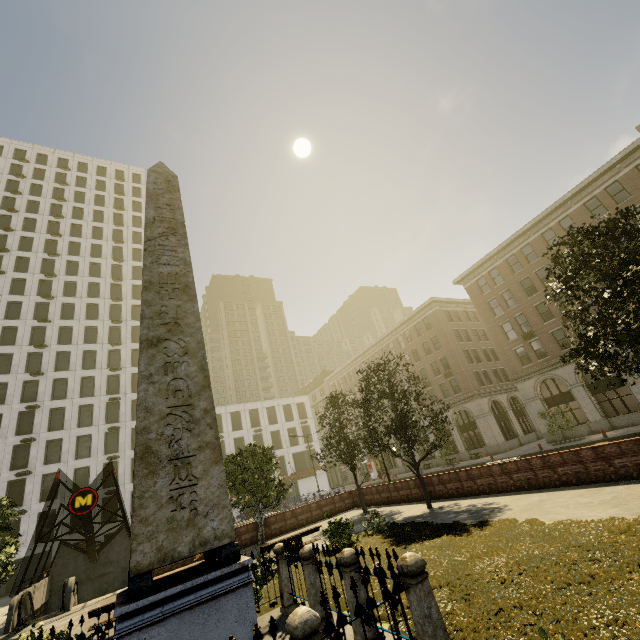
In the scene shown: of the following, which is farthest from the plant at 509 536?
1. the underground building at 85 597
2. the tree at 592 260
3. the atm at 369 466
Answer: the atm at 369 466

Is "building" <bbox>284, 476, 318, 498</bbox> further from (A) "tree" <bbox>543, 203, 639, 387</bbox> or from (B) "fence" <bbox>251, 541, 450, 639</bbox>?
(B) "fence" <bbox>251, 541, 450, 639</bbox>

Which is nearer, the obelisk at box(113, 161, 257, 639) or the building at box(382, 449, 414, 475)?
the obelisk at box(113, 161, 257, 639)

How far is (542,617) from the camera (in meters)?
4.80

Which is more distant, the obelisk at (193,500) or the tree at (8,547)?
the tree at (8,547)

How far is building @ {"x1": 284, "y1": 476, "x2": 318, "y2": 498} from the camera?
51.8m

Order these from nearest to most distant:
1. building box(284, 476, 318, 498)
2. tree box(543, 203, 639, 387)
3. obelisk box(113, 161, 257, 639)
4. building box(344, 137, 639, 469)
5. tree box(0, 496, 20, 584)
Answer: obelisk box(113, 161, 257, 639), tree box(543, 203, 639, 387), tree box(0, 496, 20, 584), building box(344, 137, 639, 469), building box(284, 476, 318, 498)

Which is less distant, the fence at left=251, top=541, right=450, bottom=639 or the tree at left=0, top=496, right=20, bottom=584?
the fence at left=251, top=541, right=450, bottom=639
